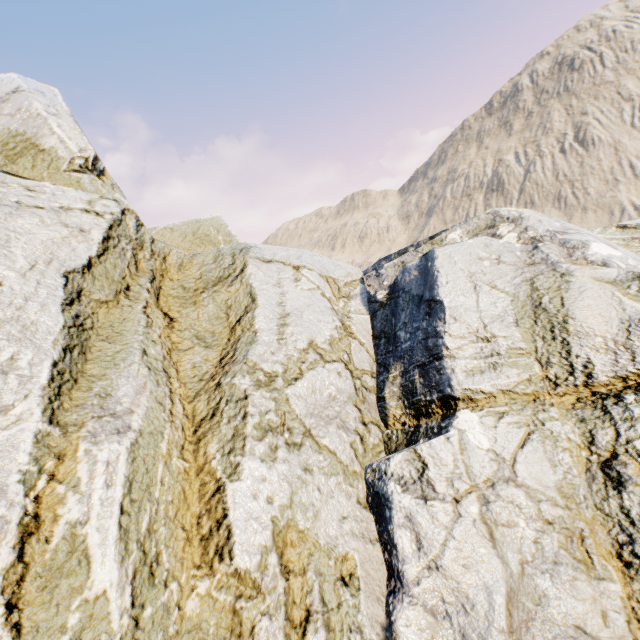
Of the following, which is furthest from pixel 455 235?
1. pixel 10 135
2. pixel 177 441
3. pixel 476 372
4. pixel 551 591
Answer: pixel 10 135
